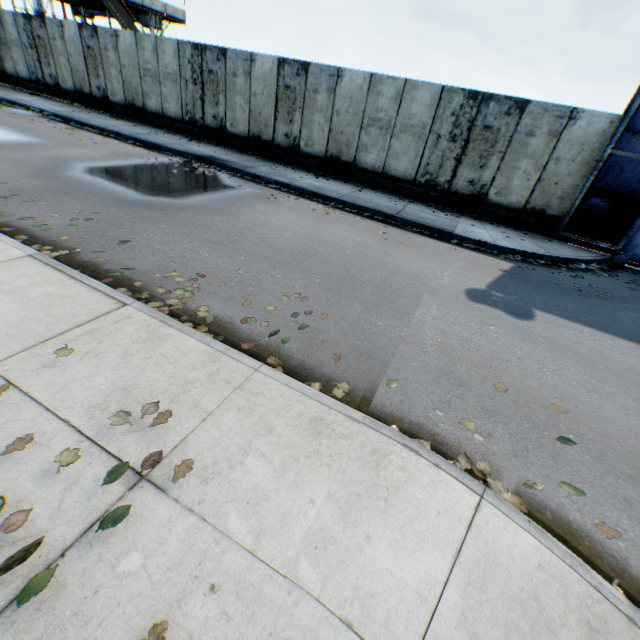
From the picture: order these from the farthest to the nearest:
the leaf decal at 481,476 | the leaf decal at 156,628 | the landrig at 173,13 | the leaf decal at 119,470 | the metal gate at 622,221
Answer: the landrig at 173,13 < the metal gate at 622,221 < the leaf decal at 481,476 < the leaf decal at 119,470 < the leaf decal at 156,628

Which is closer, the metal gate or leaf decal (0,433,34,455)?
leaf decal (0,433,34,455)

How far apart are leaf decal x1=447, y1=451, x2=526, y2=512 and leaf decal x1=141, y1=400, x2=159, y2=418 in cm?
251

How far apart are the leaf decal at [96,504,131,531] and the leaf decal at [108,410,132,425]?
0.7 meters

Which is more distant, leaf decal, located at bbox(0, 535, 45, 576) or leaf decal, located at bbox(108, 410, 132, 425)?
leaf decal, located at bbox(108, 410, 132, 425)

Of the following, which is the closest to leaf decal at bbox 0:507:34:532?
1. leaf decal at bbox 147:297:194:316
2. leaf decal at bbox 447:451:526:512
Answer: leaf decal at bbox 147:297:194:316

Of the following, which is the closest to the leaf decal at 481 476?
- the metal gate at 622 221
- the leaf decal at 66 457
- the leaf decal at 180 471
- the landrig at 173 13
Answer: the leaf decal at 180 471

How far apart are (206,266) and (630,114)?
11.49m
